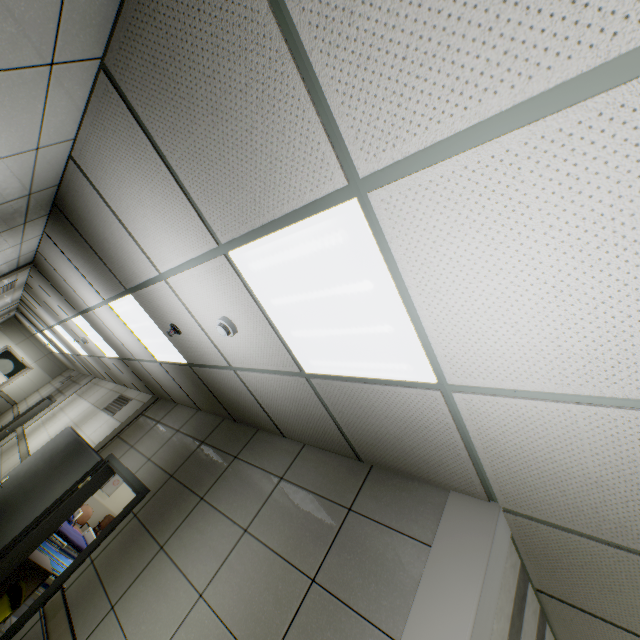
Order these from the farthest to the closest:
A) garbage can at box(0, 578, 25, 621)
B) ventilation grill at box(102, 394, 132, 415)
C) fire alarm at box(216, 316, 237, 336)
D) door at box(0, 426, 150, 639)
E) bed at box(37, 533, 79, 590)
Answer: ventilation grill at box(102, 394, 132, 415)
bed at box(37, 533, 79, 590)
garbage can at box(0, 578, 25, 621)
door at box(0, 426, 150, 639)
fire alarm at box(216, 316, 237, 336)

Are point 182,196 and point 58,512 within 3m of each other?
no

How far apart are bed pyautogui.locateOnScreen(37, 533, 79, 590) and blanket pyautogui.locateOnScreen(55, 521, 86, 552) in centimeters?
99cm

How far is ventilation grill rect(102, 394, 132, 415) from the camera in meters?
6.7 m

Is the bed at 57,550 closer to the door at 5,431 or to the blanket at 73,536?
the blanket at 73,536

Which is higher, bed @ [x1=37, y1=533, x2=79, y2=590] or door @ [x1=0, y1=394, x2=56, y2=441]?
door @ [x1=0, y1=394, x2=56, y2=441]

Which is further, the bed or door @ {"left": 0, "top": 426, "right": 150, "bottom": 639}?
the bed

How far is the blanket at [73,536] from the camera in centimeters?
671cm
